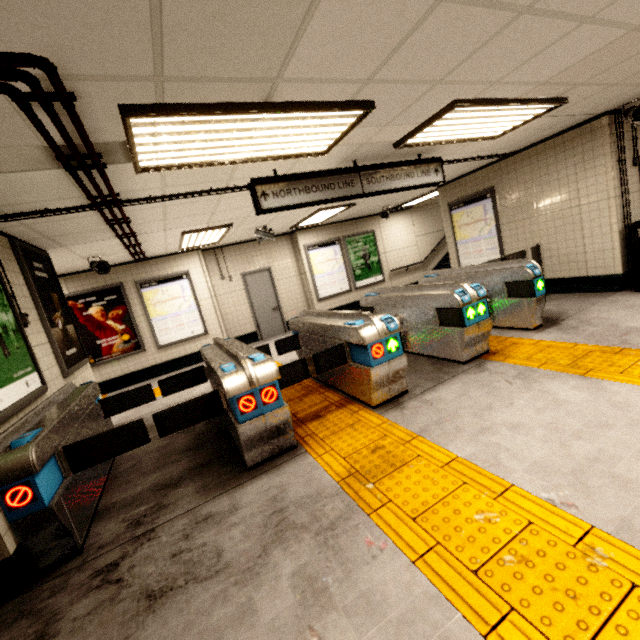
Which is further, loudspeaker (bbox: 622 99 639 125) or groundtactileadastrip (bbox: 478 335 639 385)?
loudspeaker (bbox: 622 99 639 125)

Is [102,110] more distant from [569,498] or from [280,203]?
[569,498]

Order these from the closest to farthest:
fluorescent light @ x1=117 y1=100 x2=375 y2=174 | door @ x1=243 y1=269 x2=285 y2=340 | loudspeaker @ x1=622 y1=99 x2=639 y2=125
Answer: fluorescent light @ x1=117 y1=100 x2=375 y2=174 → loudspeaker @ x1=622 y1=99 x2=639 y2=125 → door @ x1=243 y1=269 x2=285 y2=340

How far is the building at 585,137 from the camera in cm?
505

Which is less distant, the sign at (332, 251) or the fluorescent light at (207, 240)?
the fluorescent light at (207, 240)

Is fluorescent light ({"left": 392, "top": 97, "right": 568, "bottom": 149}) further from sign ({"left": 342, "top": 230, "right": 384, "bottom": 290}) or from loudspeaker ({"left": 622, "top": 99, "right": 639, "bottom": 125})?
sign ({"left": 342, "top": 230, "right": 384, "bottom": 290})

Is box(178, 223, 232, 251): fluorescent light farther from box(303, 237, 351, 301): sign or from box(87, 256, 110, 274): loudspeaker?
box(303, 237, 351, 301): sign

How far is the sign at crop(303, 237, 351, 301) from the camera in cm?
996
